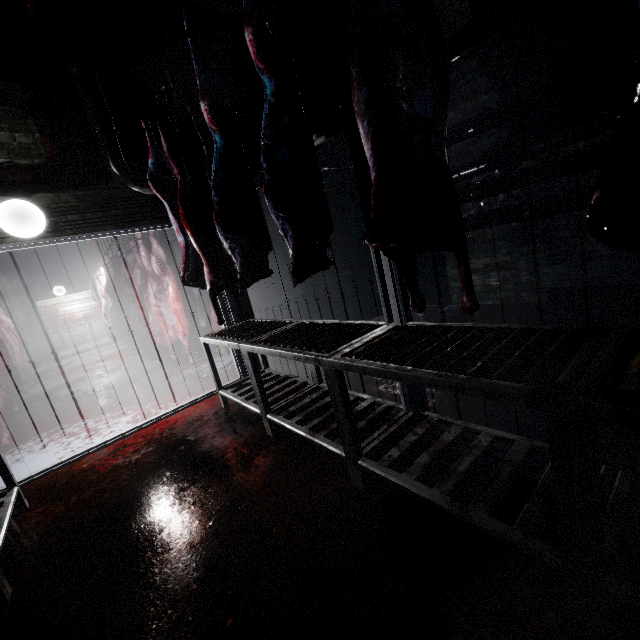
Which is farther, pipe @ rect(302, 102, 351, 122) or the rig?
pipe @ rect(302, 102, 351, 122)

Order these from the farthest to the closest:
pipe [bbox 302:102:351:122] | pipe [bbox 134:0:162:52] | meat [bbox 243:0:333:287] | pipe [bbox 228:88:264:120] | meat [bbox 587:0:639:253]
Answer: pipe [bbox 302:102:351:122], pipe [bbox 228:88:264:120], pipe [bbox 134:0:162:52], meat [bbox 243:0:333:287], meat [bbox 587:0:639:253]

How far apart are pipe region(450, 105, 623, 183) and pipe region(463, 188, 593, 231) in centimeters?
11cm

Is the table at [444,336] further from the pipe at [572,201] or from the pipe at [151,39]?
the pipe at [572,201]

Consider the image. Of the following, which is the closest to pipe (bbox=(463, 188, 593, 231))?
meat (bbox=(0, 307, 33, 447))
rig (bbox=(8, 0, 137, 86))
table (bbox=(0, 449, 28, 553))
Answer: rig (bbox=(8, 0, 137, 86))

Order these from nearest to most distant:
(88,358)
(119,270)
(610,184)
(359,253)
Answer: (610,184) → (359,253) → (119,270) → (88,358)

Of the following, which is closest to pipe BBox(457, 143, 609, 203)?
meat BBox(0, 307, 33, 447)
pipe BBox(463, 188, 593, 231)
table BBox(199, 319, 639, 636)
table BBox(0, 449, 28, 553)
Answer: pipe BBox(463, 188, 593, 231)

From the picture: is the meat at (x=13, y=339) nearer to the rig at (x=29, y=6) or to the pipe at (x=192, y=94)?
the pipe at (x=192, y=94)
